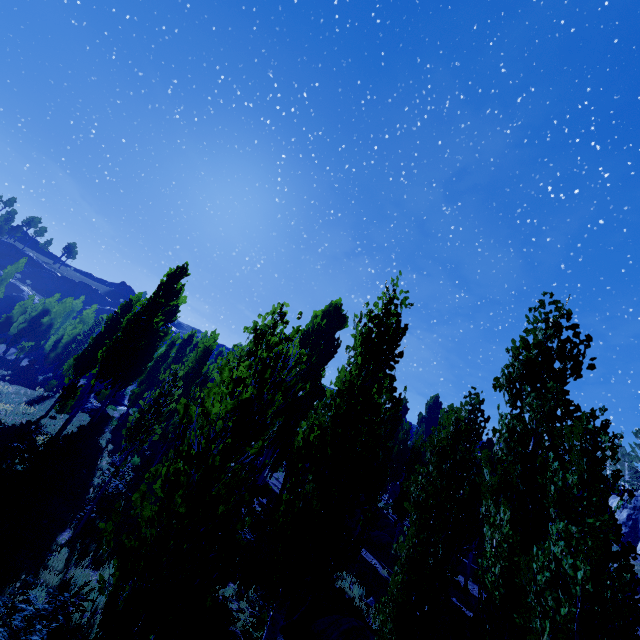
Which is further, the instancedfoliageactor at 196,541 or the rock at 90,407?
the rock at 90,407

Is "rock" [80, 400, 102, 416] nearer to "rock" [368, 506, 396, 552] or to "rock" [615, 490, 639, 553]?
"rock" [368, 506, 396, 552]

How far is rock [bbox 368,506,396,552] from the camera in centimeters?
2303cm

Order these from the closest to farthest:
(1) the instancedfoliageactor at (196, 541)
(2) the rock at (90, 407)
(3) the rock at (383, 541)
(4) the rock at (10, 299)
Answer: (1) the instancedfoliageactor at (196, 541) → (3) the rock at (383, 541) → (2) the rock at (90, 407) → (4) the rock at (10, 299)

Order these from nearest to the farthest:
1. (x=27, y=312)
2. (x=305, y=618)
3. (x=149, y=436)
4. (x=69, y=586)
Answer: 1. (x=69, y=586)
2. (x=305, y=618)
3. (x=149, y=436)
4. (x=27, y=312)

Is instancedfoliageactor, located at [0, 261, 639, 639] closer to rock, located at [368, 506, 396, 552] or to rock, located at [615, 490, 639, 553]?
rock, located at [615, 490, 639, 553]

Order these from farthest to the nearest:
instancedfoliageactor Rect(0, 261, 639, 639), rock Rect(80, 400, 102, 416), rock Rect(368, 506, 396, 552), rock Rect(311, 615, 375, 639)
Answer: rock Rect(80, 400, 102, 416) < rock Rect(368, 506, 396, 552) < rock Rect(311, 615, 375, 639) < instancedfoliageactor Rect(0, 261, 639, 639)

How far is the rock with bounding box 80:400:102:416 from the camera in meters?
26.5 m
